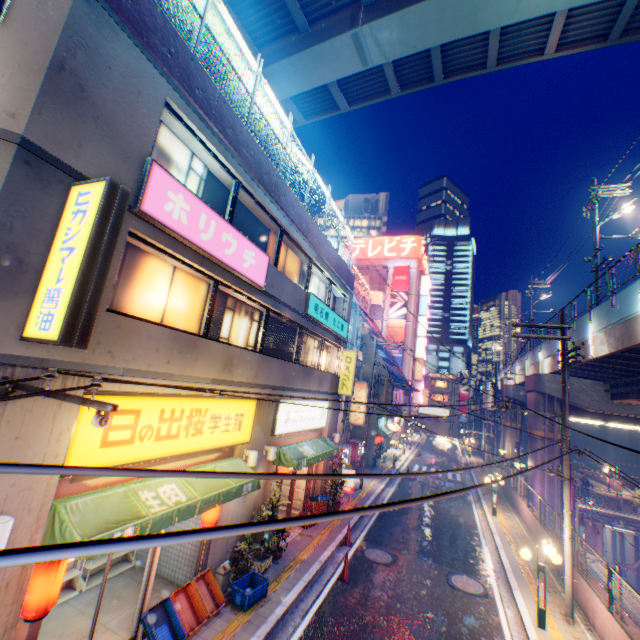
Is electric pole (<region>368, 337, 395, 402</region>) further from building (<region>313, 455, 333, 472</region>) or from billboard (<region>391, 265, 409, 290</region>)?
billboard (<region>391, 265, 409, 290</region>)

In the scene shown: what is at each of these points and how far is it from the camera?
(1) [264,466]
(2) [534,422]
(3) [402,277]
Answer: (1) building, 11.5m
(2) overpass support, 23.7m
(3) billboard, 51.9m

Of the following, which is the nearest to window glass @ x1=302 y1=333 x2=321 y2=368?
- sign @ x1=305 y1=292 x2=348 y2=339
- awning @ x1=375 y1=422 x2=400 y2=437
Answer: sign @ x1=305 y1=292 x2=348 y2=339

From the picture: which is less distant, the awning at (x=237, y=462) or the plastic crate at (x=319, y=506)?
the awning at (x=237, y=462)

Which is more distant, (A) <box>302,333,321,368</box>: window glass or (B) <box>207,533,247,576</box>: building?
(A) <box>302,333,321,368</box>: window glass

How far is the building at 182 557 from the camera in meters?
9.1

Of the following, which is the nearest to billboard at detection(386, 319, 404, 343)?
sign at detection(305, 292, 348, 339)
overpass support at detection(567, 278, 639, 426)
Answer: overpass support at detection(567, 278, 639, 426)

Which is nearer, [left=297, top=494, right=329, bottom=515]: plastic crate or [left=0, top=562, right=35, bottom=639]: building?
[left=0, top=562, right=35, bottom=639]: building
